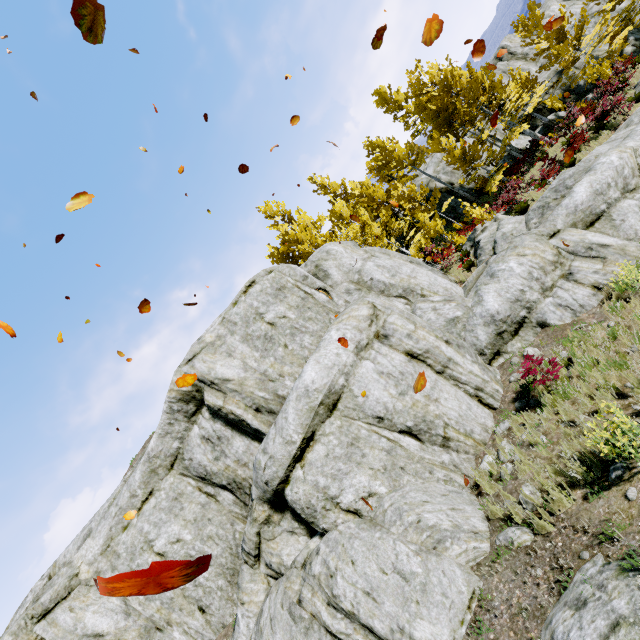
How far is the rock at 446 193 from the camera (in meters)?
25.08

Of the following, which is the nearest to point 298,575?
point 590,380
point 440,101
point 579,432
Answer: point 579,432

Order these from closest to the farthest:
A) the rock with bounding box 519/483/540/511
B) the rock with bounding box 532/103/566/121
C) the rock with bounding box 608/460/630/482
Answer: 1. the rock with bounding box 608/460/630/482
2. the rock with bounding box 519/483/540/511
3. the rock with bounding box 532/103/566/121

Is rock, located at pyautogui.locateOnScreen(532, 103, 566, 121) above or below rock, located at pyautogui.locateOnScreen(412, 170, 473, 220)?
below

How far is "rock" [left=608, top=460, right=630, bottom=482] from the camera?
4.9 meters

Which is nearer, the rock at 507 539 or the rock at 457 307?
the rock at 507 539

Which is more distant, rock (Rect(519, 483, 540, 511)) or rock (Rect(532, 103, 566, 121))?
rock (Rect(532, 103, 566, 121))
